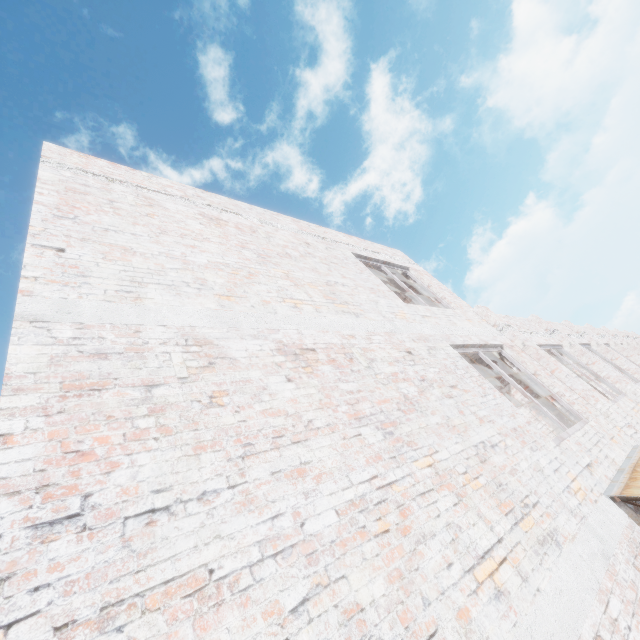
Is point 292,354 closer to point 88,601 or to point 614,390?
point 88,601
